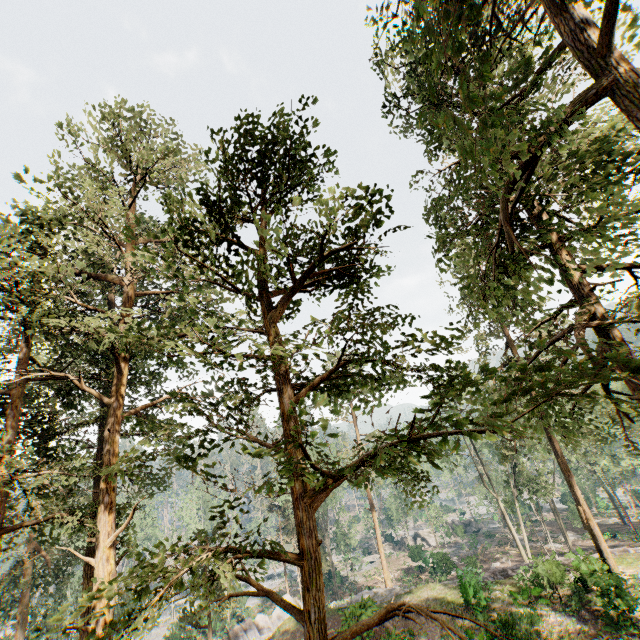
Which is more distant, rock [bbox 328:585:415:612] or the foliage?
rock [bbox 328:585:415:612]

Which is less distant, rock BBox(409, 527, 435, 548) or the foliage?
the foliage

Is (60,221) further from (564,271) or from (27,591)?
(27,591)

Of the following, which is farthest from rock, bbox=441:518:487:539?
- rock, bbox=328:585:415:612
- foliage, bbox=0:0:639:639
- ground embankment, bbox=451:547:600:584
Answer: ground embankment, bbox=451:547:600:584

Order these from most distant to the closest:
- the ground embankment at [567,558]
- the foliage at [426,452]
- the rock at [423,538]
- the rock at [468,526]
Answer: the rock at [423,538]
the rock at [468,526]
the ground embankment at [567,558]
the foliage at [426,452]

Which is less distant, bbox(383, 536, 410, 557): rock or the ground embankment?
the ground embankment

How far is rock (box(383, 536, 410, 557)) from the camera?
53.47m

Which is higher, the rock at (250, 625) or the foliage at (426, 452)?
the foliage at (426, 452)
